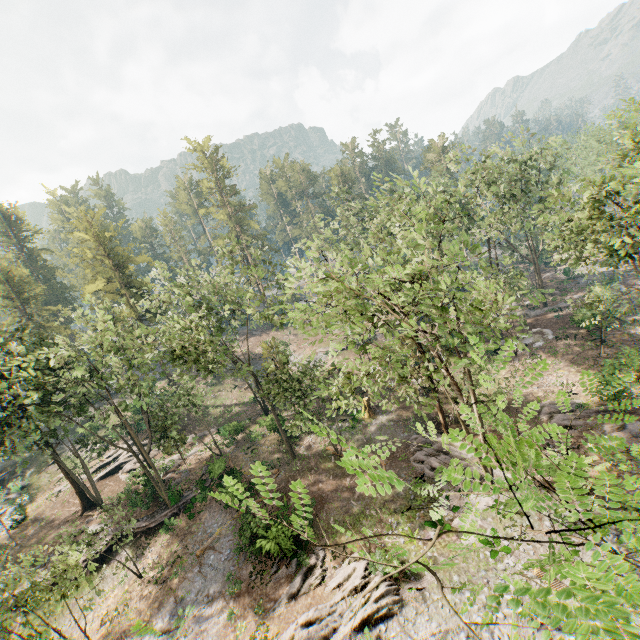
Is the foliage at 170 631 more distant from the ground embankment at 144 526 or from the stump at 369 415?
the stump at 369 415

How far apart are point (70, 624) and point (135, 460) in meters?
15.2

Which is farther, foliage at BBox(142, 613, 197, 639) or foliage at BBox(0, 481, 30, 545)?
foliage at BBox(0, 481, 30, 545)

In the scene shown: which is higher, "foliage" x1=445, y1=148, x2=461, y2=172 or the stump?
"foliage" x1=445, y1=148, x2=461, y2=172

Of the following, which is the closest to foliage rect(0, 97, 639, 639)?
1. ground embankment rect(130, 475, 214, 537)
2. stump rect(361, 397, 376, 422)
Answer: ground embankment rect(130, 475, 214, 537)

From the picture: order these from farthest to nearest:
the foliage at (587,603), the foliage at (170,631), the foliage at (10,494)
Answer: the foliage at (10,494), the foliage at (170,631), the foliage at (587,603)

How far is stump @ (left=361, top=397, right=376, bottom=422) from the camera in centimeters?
3102cm
